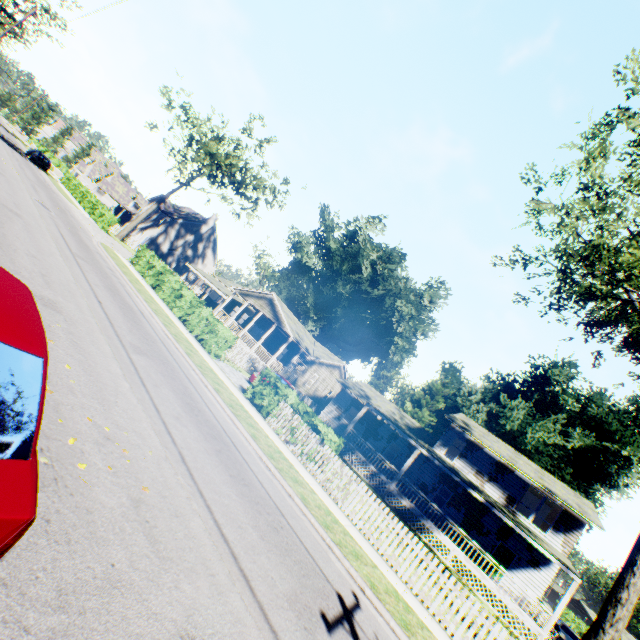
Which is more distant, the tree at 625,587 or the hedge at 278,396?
the hedge at 278,396

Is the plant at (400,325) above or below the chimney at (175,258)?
above

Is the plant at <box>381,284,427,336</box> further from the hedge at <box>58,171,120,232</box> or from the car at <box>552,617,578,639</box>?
the hedge at <box>58,171,120,232</box>

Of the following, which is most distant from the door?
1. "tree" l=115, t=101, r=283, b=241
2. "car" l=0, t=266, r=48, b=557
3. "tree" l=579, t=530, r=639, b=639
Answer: "tree" l=115, t=101, r=283, b=241

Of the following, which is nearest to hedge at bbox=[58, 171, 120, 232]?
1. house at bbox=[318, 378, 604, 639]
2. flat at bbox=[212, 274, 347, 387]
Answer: flat at bbox=[212, 274, 347, 387]

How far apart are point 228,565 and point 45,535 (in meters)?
2.56

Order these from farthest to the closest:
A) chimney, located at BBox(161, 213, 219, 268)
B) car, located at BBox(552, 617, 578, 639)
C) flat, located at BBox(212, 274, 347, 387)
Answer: chimney, located at BBox(161, 213, 219, 268), flat, located at BBox(212, 274, 347, 387), car, located at BBox(552, 617, 578, 639)

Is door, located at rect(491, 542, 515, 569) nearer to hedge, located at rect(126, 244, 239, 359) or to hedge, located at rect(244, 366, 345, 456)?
hedge, located at rect(244, 366, 345, 456)
